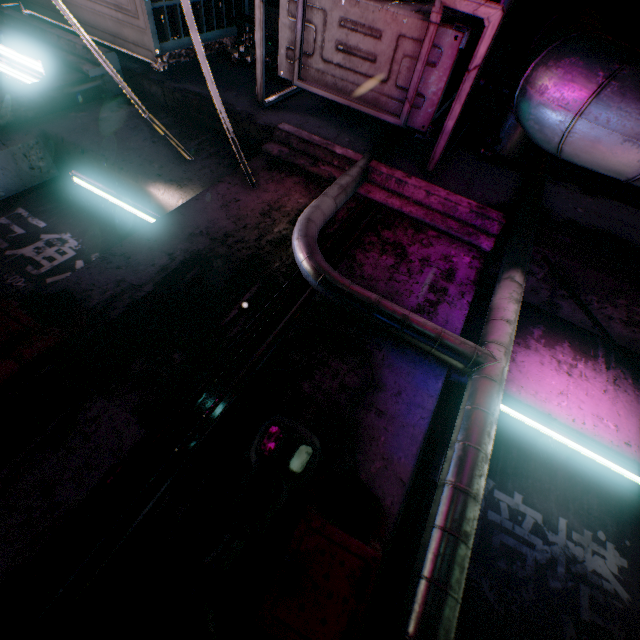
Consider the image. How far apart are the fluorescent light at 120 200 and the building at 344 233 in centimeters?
89cm

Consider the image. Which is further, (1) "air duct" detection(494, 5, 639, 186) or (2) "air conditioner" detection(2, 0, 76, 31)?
(2) "air conditioner" detection(2, 0, 76, 31)

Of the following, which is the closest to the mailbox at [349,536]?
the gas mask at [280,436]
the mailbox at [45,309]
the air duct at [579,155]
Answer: the gas mask at [280,436]

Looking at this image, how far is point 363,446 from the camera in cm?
85

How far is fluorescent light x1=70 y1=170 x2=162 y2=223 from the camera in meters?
1.7

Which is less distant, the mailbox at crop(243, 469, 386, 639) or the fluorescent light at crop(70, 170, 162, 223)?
the mailbox at crop(243, 469, 386, 639)

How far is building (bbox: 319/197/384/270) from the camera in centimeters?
126cm

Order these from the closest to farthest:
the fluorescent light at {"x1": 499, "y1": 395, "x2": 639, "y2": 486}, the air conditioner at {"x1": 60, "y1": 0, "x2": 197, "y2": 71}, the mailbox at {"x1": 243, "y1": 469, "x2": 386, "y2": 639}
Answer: the mailbox at {"x1": 243, "y1": 469, "x2": 386, "y2": 639} < the fluorescent light at {"x1": 499, "y1": 395, "x2": 639, "y2": 486} < the air conditioner at {"x1": 60, "y1": 0, "x2": 197, "y2": 71}
